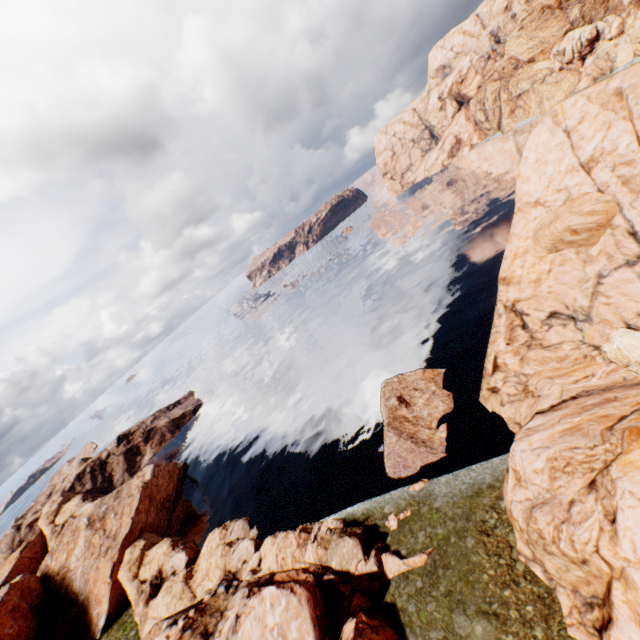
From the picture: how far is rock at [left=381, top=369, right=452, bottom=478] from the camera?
31.5 meters

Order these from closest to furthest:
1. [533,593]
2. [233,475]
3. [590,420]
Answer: [533,593] < [590,420] < [233,475]

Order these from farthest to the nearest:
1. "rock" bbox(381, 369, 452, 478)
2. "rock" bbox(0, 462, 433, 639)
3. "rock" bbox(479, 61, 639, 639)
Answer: "rock" bbox(381, 369, 452, 478), "rock" bbox(0, 462, 433, 639), "rock" bbox(479, 61, 639, 639)

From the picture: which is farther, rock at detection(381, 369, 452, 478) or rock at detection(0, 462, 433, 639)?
rock at detection(381, 369, 452, 478)

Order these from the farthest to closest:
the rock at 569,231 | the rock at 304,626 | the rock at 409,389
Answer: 1. the rock at 409,389
2. the rock at 304,626
3. the rock at 569,231

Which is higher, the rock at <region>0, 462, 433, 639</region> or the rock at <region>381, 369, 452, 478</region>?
the rock at <region>0, 462, 433, 639</region>

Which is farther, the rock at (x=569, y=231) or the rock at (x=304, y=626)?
the rock at (x=304, y=626)
